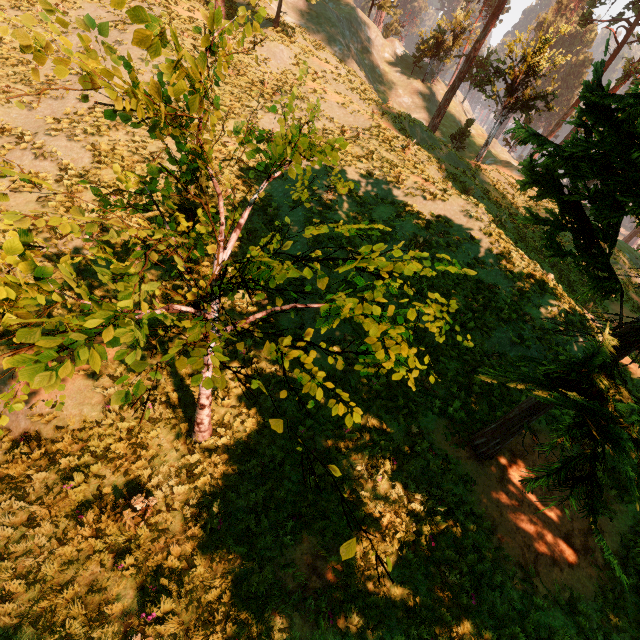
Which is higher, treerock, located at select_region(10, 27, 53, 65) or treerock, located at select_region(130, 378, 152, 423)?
treerock, located at select_region(10, 27, 53, 65)

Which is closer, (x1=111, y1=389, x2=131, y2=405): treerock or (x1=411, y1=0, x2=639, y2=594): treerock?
(x1=111, y1=389, x2=131, y2=405): treerock

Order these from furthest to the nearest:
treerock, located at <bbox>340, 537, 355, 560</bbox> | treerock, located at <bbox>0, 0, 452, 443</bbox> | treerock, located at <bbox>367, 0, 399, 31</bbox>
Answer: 1. treerock, located at <bbox>367, 0, 399, 31</bbox>
2. treerock, located at <bbox>340, 537, 355, 560</bbox>
3. treerock, located at <bbox>0, 0, 452, 443</bbox>

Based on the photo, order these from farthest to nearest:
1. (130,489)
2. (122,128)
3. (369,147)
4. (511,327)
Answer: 1. (369,147)
2. (122,128)
3. (511,327)
4. (130,489)

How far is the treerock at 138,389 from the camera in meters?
2.6

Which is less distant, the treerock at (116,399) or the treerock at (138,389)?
the treerock at (138,389)

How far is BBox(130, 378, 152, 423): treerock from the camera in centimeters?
258cm
